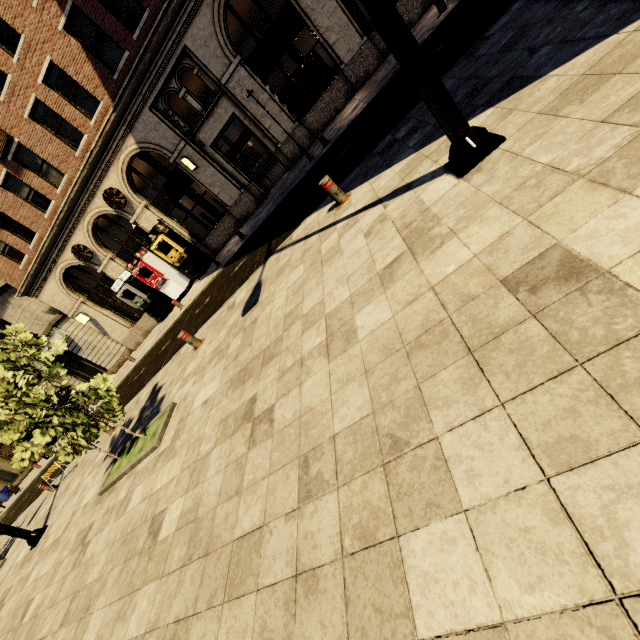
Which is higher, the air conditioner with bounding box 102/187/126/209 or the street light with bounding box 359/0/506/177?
the air conditioner with bounding box 102/187/126/209

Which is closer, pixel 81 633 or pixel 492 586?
pixel 492 586

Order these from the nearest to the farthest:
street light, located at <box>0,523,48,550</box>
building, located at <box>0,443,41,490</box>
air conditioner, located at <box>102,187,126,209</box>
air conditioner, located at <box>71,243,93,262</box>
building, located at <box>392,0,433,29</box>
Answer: street light, located at <box>0,523,48,550</box> → building, located at <box>392,0,433,29</box> → air conditioner, located at <box>102,187,126,209</box> → air conditioner, located at <box>71,243,93,262</box> → building, located at <box>0,443,41,490</box>

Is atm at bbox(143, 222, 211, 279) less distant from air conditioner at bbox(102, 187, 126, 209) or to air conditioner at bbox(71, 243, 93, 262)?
air conditioner at bbox(102, 187, 126, 209)

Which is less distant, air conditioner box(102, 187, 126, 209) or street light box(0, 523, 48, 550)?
street light box(0, 523, 48, 550)

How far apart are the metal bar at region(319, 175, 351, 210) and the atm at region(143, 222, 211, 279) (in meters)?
12.40

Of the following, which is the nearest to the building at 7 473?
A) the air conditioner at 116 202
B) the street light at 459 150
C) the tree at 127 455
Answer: the air conditioner at 116 202

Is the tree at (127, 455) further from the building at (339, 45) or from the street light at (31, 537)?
the building at (339, 45)
